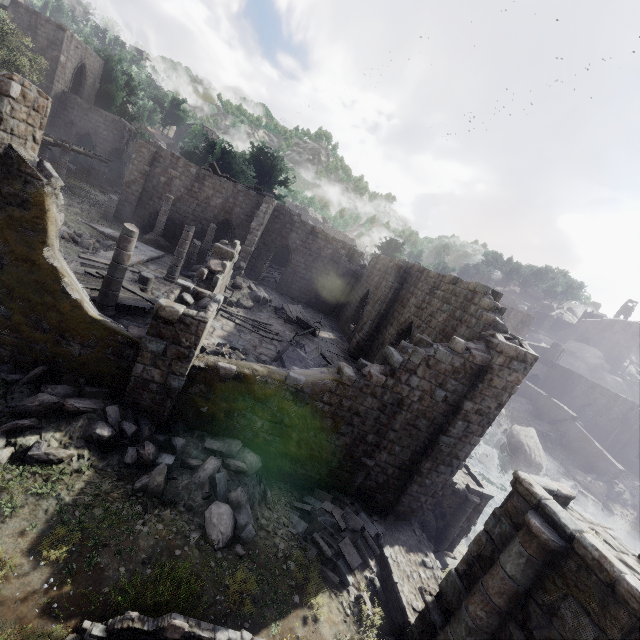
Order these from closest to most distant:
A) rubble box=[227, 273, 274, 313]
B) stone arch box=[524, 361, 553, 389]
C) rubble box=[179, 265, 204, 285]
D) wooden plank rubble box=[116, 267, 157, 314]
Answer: wooden plank rubble box=[116, 267, 157, 314] < rubble box=[227, 273, 274, 313] < rubble box=[179, 265, 204, 285] < stone arch box=[524, 361, 553, 389]

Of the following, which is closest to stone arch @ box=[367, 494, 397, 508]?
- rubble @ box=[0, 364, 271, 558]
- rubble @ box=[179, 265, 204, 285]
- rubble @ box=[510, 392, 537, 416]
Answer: rubble @ box=[0, 364, 271, 558]

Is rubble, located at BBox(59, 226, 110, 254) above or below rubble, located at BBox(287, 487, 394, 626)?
above

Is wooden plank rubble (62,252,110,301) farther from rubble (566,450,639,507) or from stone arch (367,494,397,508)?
rubble (566,450,639,507)

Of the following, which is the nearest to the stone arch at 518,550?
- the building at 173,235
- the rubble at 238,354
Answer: the building at 173,235

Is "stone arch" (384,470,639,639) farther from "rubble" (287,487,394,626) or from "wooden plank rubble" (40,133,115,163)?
"wooden plank rubble" (40,133,115,163)

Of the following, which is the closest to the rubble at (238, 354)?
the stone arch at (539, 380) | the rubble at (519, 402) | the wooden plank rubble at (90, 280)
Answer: the wooden plank rubble at (90, 280)

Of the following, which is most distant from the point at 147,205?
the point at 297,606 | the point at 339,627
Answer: the point at 339,627
